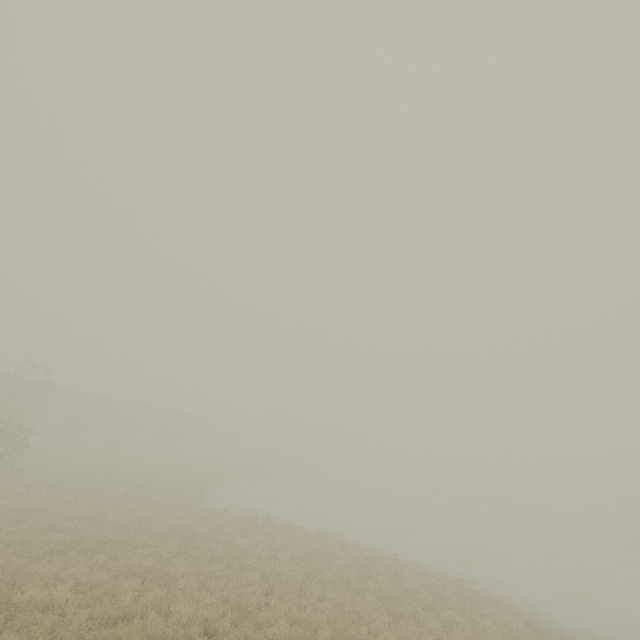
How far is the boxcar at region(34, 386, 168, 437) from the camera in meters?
36.1 m

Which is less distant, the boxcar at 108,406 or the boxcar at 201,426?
the boxcar at 108,406

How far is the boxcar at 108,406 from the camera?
36.1 meters

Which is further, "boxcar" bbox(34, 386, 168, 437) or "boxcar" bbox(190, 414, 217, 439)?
"boxcar" bbox(190, 414, 217, 439)

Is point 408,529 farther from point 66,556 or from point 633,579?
point 66,556
